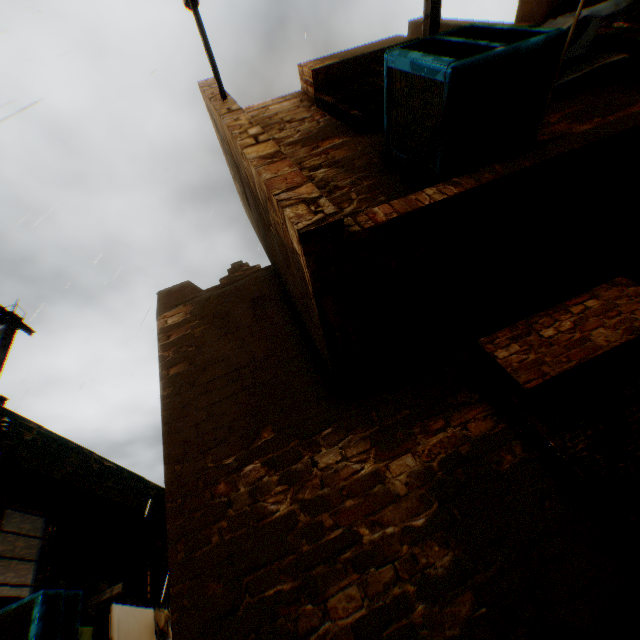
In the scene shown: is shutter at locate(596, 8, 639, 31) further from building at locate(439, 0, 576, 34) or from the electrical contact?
the electrical contact

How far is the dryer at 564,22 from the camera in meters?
2.7 m

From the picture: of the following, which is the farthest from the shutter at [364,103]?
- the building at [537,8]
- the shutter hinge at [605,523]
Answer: the shutter hinge at [605,523]

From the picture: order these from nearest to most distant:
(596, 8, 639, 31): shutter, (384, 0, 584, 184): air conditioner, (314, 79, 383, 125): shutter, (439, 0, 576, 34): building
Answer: (384, 0, 584, 184): air conditioner → (314, 79, 383, 125): shutter → (596, 8, 639, 31): shutter → (439, 0, 576, 34): building

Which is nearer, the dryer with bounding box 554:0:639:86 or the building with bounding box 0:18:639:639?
the building with bounding box 0:18:639:639

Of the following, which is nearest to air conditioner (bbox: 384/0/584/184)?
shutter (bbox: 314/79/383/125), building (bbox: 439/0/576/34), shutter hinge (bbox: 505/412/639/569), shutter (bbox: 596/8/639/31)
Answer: building (bbox: 439/0/576/34)

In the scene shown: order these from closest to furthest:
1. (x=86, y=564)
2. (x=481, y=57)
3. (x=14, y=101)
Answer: (x=481, y=57) < (x=14, y=101) < (x=86, y=564)
